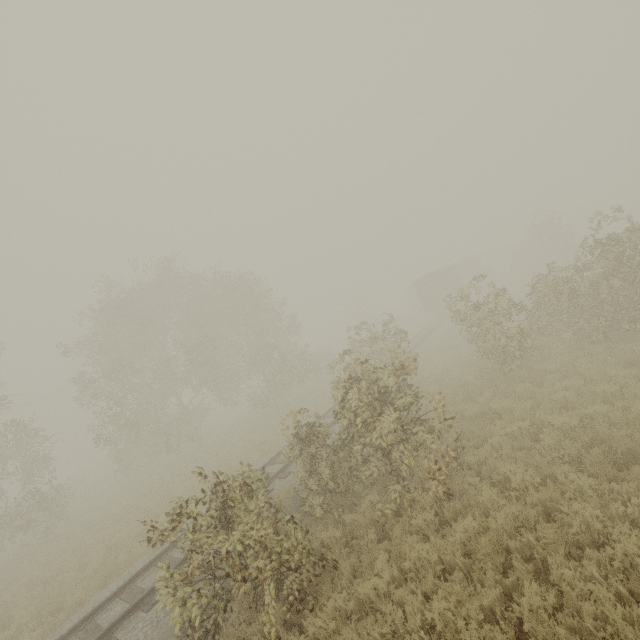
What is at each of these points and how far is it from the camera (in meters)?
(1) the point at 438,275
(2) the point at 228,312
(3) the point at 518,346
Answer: (1) boxcar, 34.66
(2) tree, 23.98
(3) tree, 12.63

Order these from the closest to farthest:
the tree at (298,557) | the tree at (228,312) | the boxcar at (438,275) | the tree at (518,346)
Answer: the tree at (298,557)
the tree at (228,312)
the tree at (518,346)
the boxcar at (438,275)

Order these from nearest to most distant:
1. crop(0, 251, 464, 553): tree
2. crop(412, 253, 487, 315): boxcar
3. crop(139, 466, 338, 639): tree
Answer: crop(139, 466, 338, 639): tree → crop(0, 251, 464, 553): tree → crop(412, 253, 487, 315): boxcar

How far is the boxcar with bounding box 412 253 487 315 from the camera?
34.8m

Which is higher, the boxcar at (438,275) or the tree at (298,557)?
the boxcar at (438,275)

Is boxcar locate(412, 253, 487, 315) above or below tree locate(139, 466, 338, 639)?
above

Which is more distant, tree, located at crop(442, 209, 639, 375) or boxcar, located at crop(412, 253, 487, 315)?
boxcar, located at crop(412, 253, 487, 315)
